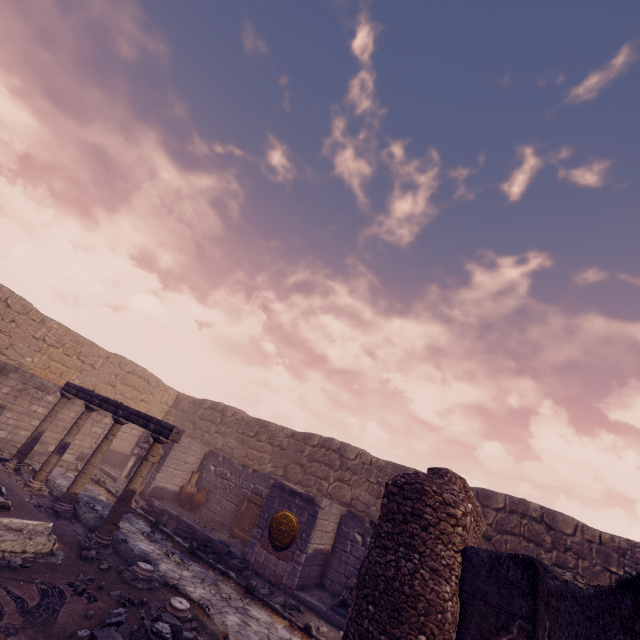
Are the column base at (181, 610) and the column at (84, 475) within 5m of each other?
yes

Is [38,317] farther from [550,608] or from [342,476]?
[550,608]

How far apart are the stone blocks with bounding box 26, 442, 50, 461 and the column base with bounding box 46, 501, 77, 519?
4.98m

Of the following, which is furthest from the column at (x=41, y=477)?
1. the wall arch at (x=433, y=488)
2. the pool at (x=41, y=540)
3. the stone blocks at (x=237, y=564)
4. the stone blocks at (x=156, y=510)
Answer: the wall arch at (x=433, y=488)

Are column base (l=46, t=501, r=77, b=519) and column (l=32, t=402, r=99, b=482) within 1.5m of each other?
yes

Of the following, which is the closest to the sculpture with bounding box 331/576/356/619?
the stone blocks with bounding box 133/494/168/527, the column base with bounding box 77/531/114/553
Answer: the column base with bounding box 77/531/114/553

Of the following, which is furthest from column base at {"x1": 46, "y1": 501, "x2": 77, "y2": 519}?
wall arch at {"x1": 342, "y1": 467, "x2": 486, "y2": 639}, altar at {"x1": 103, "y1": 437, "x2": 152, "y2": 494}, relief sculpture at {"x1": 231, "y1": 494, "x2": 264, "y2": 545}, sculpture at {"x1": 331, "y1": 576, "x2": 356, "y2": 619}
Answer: sculpture at {"x1": 331, "y1": 576, "x2": 356, "y2": 619}

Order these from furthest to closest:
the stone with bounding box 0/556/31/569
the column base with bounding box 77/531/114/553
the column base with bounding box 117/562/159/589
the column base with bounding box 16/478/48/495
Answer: the column base with bounding box 16/478/48/495 < the column base with bounding box 77/531/114/553 < the column base with bounding box 117/562/159/589 < the stone with bounding box 0/556/31/569
